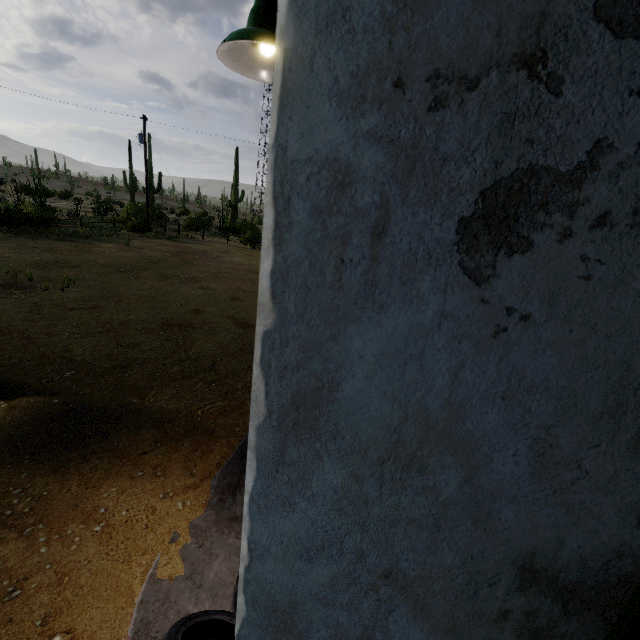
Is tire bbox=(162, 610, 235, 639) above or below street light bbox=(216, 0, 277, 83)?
below

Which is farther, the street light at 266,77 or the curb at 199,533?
the curb at 199,533

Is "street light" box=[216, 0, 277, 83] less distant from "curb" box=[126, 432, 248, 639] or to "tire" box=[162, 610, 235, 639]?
"tire" box=[162, 610, 235, 639]

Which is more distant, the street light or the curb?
the curb

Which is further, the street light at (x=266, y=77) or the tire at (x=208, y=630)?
the tire at (x=208, y=630)

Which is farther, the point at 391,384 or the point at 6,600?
the point at 6,600

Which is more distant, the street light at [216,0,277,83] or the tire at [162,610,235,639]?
the tire at [162,610,235,639]

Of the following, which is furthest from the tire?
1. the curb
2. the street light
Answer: the street light
